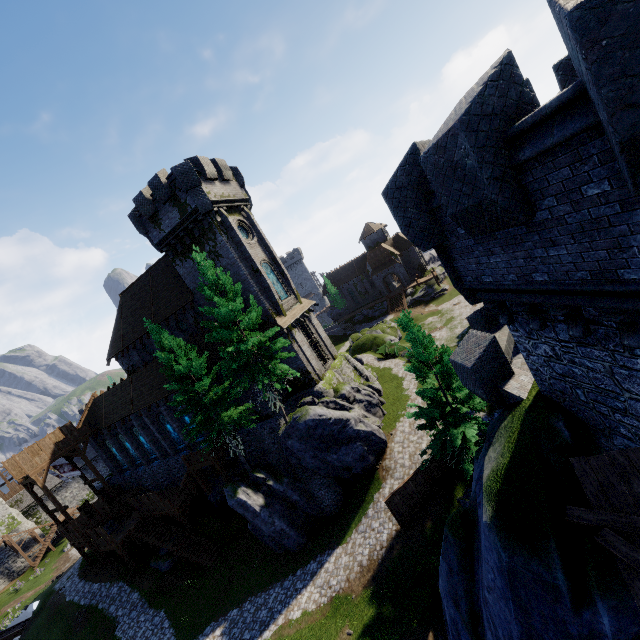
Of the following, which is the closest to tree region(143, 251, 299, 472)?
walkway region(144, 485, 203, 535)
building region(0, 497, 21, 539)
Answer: walkway region(144, 485, 203, 535)

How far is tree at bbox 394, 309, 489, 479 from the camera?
Result: 16.83m

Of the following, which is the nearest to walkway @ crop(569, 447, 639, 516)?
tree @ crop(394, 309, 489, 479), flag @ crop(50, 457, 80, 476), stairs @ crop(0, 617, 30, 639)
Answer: tree @ crop(394, 309, 489, 479)

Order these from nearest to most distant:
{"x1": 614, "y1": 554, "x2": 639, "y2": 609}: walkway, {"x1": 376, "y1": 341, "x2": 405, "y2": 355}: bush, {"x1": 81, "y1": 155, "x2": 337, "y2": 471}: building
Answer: {"x1": 614, "y1": 554, "x2": 639, "y2": 609}: walkway, {"x1": 81, "y1": 155, "x2": 337, "y2": 471}: building, {"x1": 376, "y1": 341, "x2": 405, "y2": 355}: bush

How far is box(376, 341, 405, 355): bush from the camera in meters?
38.2

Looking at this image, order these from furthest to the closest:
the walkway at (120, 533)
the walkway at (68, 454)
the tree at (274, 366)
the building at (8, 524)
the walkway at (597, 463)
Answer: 1. the building at (8, 524)
2. the walkway at (68, 454)
3. the walkway at (120, 533)
4. the tree at (274, 366)
5. the walkway at (597, 463)

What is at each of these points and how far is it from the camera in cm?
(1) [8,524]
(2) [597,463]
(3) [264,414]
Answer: (1) building, 4966
(2) walkway, 575
(3) building, 2611

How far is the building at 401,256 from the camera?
59.2m
